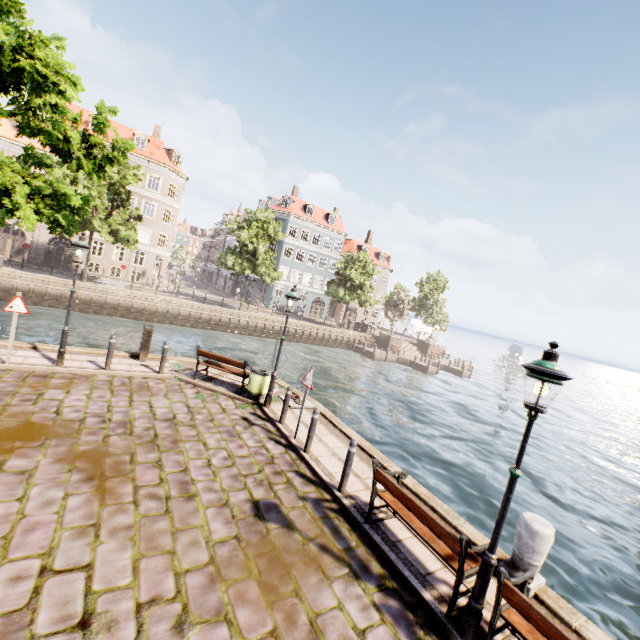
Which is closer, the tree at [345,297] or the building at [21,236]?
the building at [21,236]

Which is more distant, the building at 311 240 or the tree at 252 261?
the building at 311 240

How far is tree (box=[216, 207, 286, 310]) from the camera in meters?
31.5 m

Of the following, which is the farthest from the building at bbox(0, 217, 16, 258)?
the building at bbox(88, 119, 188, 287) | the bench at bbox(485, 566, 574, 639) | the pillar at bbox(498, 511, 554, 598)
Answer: the building at bbox(88, 119, 188, 287)

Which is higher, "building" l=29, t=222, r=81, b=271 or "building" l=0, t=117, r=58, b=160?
"building" l=0, t=117, r=58, b=160

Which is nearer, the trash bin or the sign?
the sign

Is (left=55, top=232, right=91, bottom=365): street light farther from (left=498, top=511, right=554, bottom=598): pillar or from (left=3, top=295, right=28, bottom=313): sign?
(left=498, top=511, right=554, bottom=598): pillar

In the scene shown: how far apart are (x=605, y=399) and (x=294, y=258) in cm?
6142
